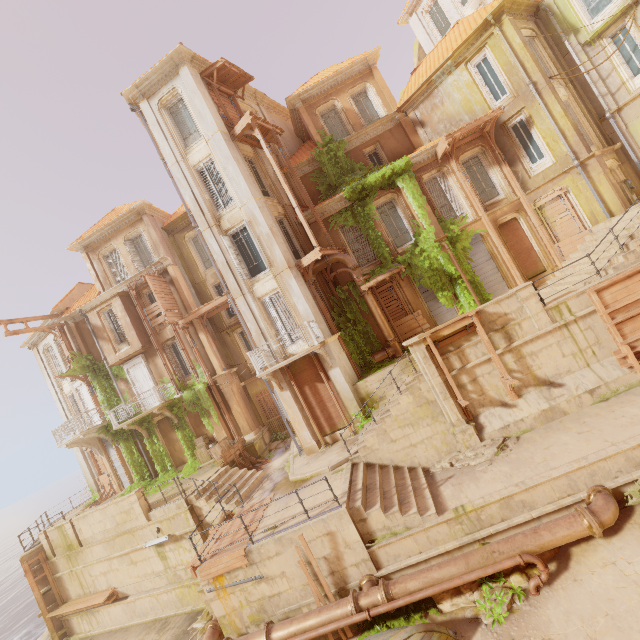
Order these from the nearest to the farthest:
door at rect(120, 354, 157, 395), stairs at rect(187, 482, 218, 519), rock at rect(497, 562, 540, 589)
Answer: rock at rect(497, 562, 540, 589) < stairs at rect(187, 482, 218, 519) < door at rect(120, 354, 157, 395)

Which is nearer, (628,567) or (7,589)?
(628,567)

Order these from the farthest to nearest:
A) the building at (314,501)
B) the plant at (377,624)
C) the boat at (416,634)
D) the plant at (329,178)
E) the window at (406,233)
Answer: the window at (406,233) < the plant at (329,178) < the building at (314,501) < the plant at (377,624) < the boat at (416,634)

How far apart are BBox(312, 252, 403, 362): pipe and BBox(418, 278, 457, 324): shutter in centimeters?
225cm

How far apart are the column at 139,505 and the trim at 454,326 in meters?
14.6

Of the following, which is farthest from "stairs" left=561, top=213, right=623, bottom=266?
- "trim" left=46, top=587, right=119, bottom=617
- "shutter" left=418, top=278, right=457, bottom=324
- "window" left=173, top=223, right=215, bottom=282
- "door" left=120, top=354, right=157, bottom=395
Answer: "trim" left=46, top=587, right=119, bottom=617

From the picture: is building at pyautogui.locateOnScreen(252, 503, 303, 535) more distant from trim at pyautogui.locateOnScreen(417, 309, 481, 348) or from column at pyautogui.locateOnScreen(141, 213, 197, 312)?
column at pyautogui.locateOnScreen(141, 213, 197, 312)

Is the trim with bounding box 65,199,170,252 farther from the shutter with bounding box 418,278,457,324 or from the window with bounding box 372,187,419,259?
the shutter with bounding box 418,278,457,324
